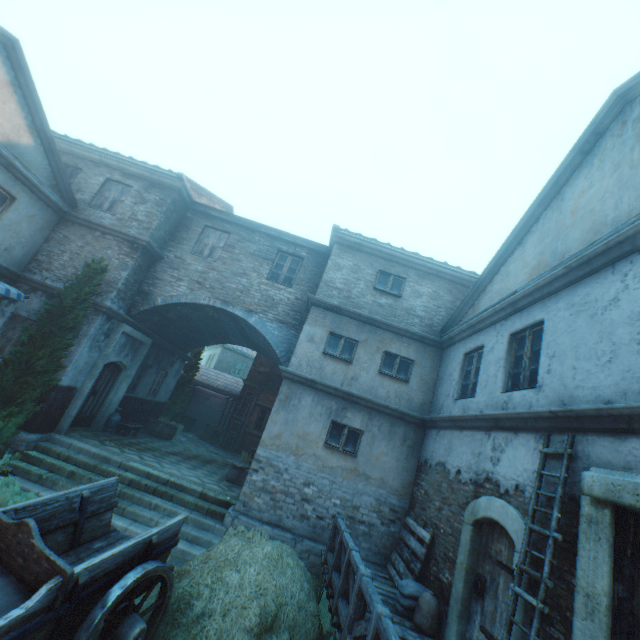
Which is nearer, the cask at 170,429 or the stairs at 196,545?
the stairs at 196,545

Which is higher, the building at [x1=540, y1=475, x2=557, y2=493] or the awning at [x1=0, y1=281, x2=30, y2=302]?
the awning at [x1=0, y1=281, x2=30, y2=302]

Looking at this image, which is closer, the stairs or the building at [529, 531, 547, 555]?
the building at [529, 531, 547, 555]

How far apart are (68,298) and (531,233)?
12.1 meters

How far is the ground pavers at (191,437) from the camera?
16.04m

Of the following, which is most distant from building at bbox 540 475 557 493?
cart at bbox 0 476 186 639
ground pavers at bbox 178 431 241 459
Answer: cart at bbox 0 476 186 639

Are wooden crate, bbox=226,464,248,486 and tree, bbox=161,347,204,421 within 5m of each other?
no

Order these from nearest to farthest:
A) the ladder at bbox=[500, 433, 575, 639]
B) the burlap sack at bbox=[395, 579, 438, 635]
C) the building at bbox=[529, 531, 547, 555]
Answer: the ladder at bbox=[500, 433, 575, 639] → the building at bbox=[529, 531, 547, 555] → the burlap sack at bbox=[395, 579, 438, 635]
